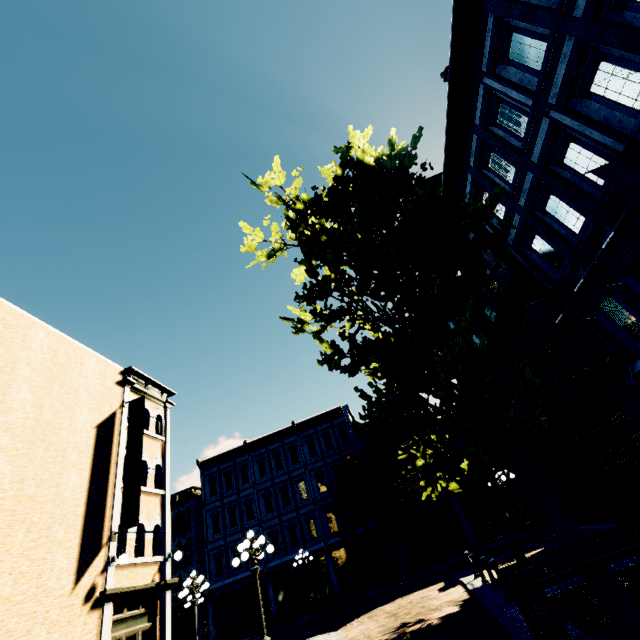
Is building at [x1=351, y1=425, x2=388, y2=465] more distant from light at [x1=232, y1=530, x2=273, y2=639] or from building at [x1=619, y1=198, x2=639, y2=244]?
light at [x1=232, y1=530, x2=273, y2=639]

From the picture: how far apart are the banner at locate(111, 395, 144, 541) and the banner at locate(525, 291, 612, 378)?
15.34m

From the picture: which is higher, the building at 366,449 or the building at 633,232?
the building at 366,449

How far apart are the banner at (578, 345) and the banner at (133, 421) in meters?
15.3 m

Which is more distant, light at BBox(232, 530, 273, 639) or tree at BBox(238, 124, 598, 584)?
light at BBox(232, 530, 273, 639)

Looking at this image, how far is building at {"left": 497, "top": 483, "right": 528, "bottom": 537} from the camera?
22.5m

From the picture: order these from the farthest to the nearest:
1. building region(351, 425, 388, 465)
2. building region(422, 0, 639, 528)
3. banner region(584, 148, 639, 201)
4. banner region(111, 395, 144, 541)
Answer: building region(351, 425, 388, 465), banner region(111, 395, 144, 541), building region(422, 0, 639, 528), banner region(584, 148, 639, 201)

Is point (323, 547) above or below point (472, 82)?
below
